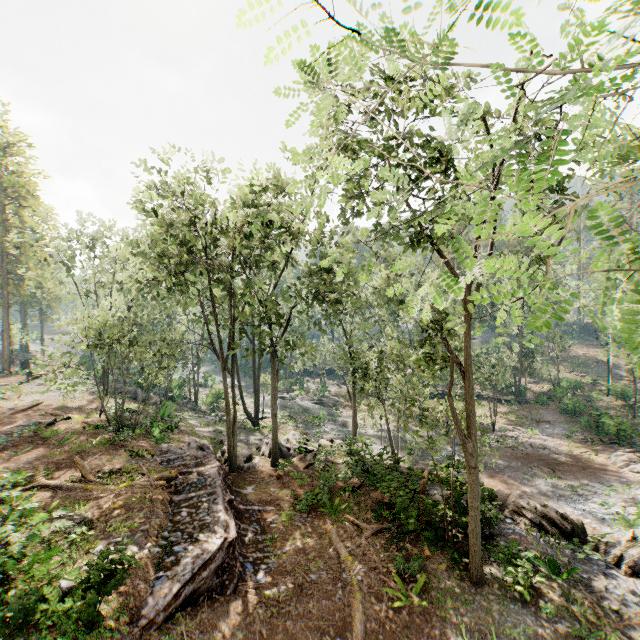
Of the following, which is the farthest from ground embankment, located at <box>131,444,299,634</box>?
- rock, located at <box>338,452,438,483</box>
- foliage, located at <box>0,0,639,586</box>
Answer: rock, located at <box>338,452,438,483</box>

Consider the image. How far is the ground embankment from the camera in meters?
9.5 m

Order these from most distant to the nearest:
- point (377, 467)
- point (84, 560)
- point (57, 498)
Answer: point (377, 467)
point (57, 498)
point (84, 560)

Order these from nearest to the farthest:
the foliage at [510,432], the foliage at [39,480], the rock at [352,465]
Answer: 1. the foliage at [39,480]
2. the rock at [352,465]
3. the foliage at [510,432]

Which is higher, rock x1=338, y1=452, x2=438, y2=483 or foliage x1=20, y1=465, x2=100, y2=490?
foliage x1=20, y1=465, x2=100, y2=490

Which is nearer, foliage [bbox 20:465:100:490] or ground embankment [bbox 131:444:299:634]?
ground embankment [bbox 131:444:299:634]

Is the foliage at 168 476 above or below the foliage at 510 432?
above

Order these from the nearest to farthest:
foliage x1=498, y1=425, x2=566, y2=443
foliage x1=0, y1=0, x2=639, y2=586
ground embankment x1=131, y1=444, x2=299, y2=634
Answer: foliage x1=0, y1=0, x2=639, y2=586 < ground embankment x1=131, y1=444, x2=299, y2=634 < foliage x1=498, y1=425, x2=566, y2=443
